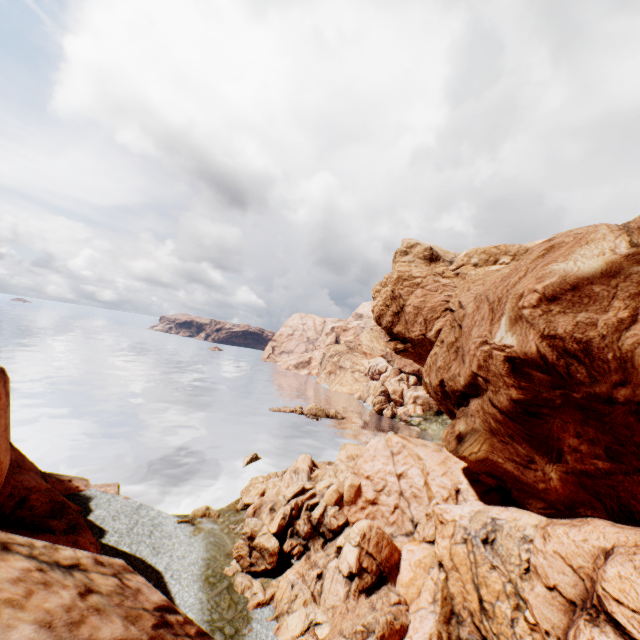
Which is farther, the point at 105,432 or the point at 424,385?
the point at 105,432

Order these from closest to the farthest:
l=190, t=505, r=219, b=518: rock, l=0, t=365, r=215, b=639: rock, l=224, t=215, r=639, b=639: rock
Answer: l=0, t=365, r=215, b=639: rock → l=224, t=215, r=639, b=639: rock → l=190, t=505, r=219, b=518: rock

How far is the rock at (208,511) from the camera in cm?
2975

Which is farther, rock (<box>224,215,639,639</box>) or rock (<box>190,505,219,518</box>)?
rock (<box>190,505,219,518</box>)

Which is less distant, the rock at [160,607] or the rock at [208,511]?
the rock at [160,607]

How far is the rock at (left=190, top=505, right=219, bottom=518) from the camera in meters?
29.8
